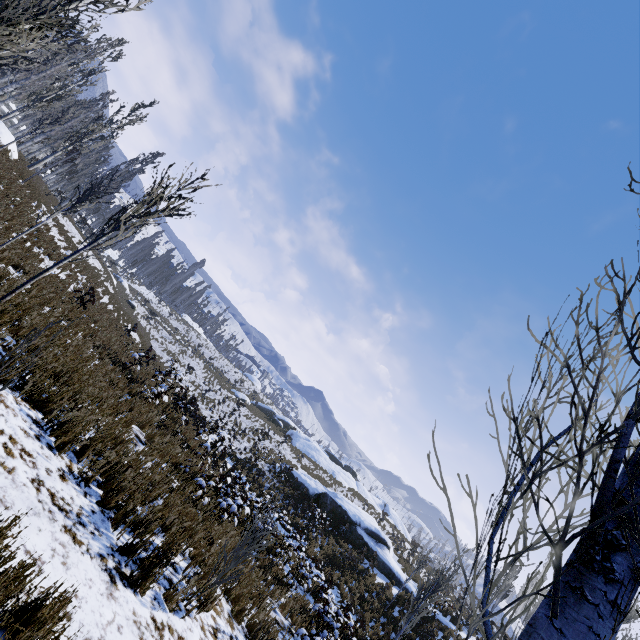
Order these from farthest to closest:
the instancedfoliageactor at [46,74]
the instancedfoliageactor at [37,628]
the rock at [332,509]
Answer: the rock at [332,509] < the instancedfoliageactor at [37,628] < the instancedfoliageactor at [46,74]

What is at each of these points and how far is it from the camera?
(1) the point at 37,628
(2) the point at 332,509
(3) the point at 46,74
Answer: (1) instancedfoliageactor, 2.2m
(2) rock, 22.4m
(3) instancedfoliageactor, 20.7m

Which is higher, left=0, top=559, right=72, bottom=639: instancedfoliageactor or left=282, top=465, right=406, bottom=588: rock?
left=282, top=465, right=406, bottom=588: rock

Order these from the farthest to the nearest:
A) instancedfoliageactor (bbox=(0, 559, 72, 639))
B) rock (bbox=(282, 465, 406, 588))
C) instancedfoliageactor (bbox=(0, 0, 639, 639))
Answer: rock (bbox=(282, 465, 406, 588)) < instancedfoliageactor (bbox=(0, 559, 72, 639)) < instancedfoliageactor (bbox=(0, 0, 639, 639))

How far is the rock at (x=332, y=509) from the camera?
20.48m

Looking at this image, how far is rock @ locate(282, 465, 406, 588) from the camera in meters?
20.5

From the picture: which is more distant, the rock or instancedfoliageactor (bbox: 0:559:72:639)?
the rock
